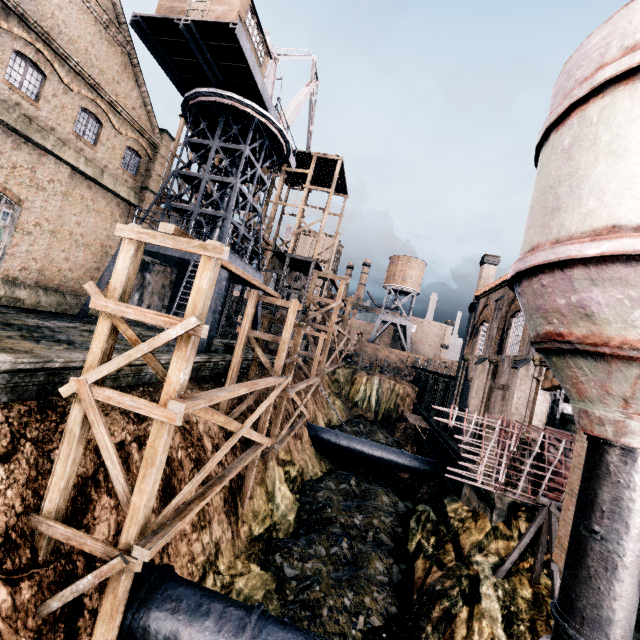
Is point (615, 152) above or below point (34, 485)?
above

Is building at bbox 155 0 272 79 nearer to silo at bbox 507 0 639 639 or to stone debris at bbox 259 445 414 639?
silo at bbox 507 0 639 639

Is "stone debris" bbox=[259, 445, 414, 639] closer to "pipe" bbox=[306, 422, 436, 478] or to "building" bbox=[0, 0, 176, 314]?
"pipe" bbox=[306, 422, 436, 478]

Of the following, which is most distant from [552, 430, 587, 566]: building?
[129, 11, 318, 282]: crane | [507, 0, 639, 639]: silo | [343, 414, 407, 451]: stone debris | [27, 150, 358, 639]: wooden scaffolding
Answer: [27, 150, 358, 639]: wooden scaffolding

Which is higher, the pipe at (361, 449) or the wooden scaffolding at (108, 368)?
the wooden scaffolding at (108, 368)

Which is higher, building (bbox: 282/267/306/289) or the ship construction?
building (bbox: 282/267/306/289)

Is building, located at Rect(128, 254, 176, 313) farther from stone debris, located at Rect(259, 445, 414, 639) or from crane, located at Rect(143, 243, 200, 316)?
stone debris, located at Rect(259, 445, 414, 639)

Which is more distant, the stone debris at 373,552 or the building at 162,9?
the building at 162,9
